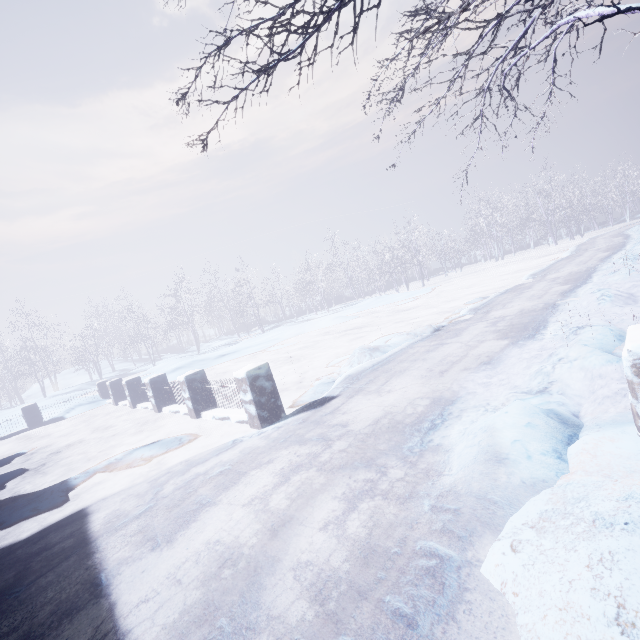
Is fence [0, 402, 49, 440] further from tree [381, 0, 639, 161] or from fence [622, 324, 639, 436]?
fence [622, 324, 639, 436]

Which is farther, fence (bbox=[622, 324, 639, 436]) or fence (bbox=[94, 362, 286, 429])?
fence (bbox=[94, 362, 286, 429])

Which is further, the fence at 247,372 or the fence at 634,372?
the fence at 247,372

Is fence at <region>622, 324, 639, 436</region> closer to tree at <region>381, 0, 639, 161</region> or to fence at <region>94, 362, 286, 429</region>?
tree at <region>381, 0, 639, 161</region>

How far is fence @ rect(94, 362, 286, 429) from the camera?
4.8m

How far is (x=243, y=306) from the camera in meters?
27.2 m

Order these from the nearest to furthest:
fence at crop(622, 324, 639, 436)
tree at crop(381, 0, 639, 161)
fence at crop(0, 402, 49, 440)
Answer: fence at crop(622, 324, 639, 436) < tree at crop(381, 0, 639, 161) < fence at crop(0, 402, 49, 440)

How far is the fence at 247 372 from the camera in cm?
485
